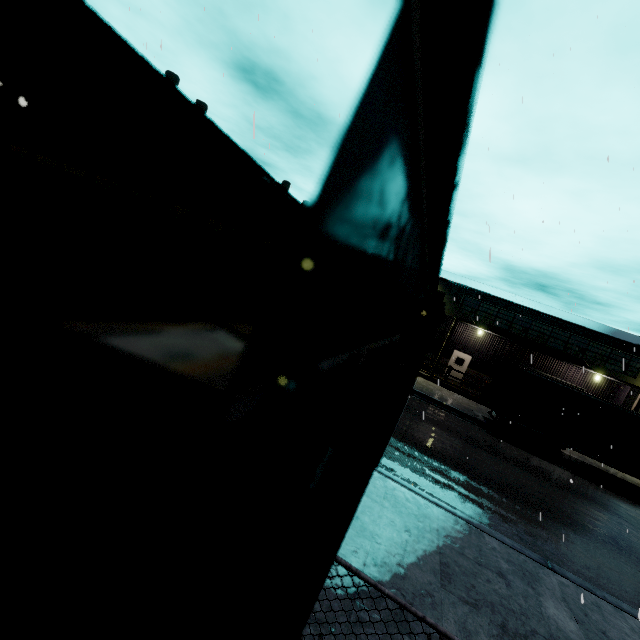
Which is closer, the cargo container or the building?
the cargo container

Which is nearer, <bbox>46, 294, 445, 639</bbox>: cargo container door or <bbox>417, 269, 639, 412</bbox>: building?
<bbox>46, 294, 445, 639</bbox>: cargo container door

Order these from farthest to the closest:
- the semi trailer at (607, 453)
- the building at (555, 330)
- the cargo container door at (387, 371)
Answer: the building at (555, 330), the semi trailer at (607, 453), the cargo container door at (387, 371)

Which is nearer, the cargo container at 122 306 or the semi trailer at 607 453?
the cargo container at 122 306

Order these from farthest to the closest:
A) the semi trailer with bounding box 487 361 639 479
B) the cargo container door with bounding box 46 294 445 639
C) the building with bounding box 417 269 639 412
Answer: the building with bounding box 417 269 639 412 → the semi trailer with bounding box 487 361 639 479 → the cargo container door with bounding box 46 294 445 639

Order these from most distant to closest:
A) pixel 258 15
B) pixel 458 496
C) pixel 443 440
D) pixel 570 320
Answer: pixel 570 320, pixel 443 440, pixel 458 496, pixel 258 15

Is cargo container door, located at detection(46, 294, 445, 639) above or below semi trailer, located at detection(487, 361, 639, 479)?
above

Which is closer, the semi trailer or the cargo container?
the cargo container
